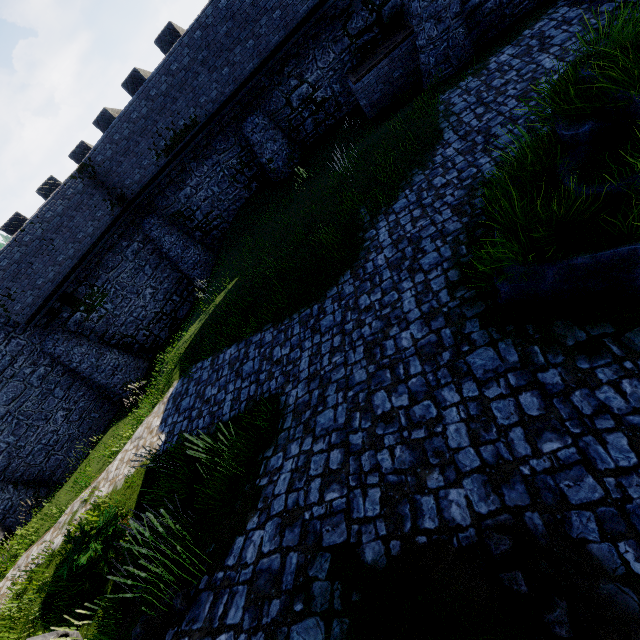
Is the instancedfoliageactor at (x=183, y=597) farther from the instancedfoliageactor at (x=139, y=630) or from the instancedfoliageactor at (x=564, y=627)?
the instancedfoliageactor at (x=564, y=627)

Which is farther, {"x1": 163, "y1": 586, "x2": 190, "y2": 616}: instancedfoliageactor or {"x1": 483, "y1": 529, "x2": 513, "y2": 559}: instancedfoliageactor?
{"x1": 163, "y1": 586, "x2": 190, "y2": 616}: instancedfoliageactor

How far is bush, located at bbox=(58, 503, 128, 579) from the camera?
7.2m

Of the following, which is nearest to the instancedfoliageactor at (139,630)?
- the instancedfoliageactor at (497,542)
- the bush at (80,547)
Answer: the bush at (80,547)

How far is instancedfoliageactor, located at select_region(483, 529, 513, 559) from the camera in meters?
3.3

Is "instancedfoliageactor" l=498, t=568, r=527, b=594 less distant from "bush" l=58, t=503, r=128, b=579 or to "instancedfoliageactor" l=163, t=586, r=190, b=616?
"instancedfoliageactor" l=163, t=586, r=190, b=616

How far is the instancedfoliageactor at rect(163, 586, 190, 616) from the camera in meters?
Answer: 4.2 m

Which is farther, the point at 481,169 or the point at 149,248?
the point at 149,248
